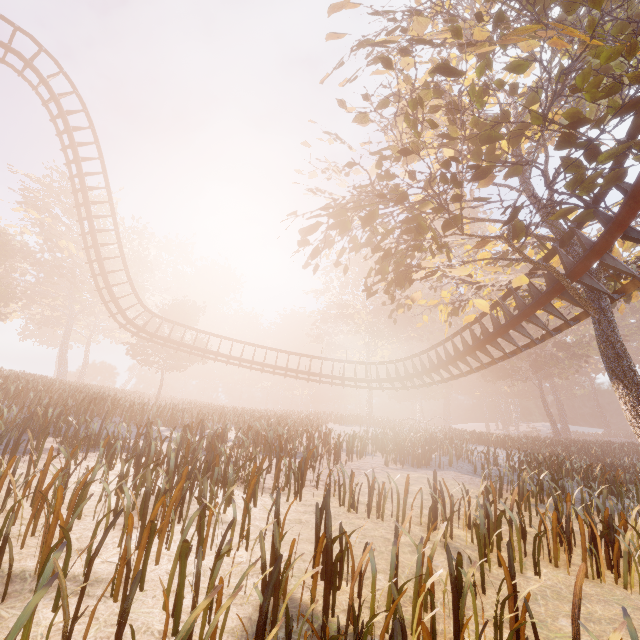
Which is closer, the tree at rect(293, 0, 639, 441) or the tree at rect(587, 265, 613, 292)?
the tree at rect(293, 0, 639, 441)

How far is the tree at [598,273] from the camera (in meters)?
9.05

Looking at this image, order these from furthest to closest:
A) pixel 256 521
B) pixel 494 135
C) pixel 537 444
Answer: pixel 537 444
pixel 494 135
pixel 256 521

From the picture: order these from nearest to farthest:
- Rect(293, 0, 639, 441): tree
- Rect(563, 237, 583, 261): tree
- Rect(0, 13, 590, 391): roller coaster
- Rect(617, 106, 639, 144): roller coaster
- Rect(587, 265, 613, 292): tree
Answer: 1. Rect(293, 0, 639, 441): tree
2. Rect(617, 106, 639, 144): roller coaster
3. Rect(587, 265, 613, 292): tree
4. Rect(563, 237, 583, 261): tree
5. Rect(0, 13, 590, 391): roller coaster

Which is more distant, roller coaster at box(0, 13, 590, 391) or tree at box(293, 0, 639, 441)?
roller coaster at box(0, 13, 590, 391)

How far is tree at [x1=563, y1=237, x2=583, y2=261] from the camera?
9.8 meters
